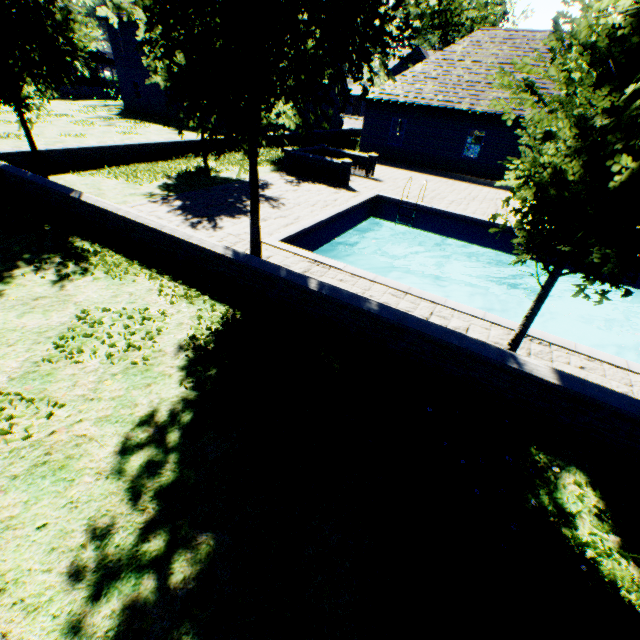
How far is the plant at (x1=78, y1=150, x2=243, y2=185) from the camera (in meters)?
12.66

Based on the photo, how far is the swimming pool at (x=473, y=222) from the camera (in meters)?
7.88

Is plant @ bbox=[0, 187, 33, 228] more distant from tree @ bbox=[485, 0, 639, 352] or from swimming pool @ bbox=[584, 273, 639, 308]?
swimming pool @ bbox=[584, 273, 639, 308]

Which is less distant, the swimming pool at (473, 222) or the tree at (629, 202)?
the tree at (629, 202)

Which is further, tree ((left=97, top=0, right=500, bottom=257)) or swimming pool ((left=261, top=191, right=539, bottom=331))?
swimming pool ((left=261, top=191, right=539, bottom=331))

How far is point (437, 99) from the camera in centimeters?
1983cm
